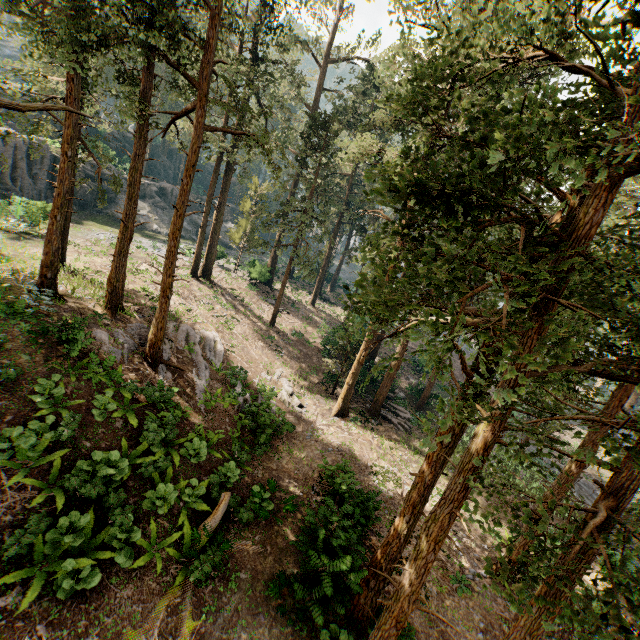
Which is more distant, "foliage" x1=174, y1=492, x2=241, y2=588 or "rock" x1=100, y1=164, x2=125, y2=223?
"rock" x1=100, y1=164, x2=125, y2=223

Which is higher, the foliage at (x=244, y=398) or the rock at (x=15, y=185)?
the rock at (x=15, y=185)

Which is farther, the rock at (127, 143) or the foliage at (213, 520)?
the rock at (127, 143)

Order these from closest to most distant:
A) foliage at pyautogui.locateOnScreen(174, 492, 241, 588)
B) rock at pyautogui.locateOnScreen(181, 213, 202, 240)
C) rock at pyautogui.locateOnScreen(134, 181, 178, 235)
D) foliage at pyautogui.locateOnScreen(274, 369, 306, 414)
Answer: foliage at pyautogui.locateOnScreen(174, 492, 241, 588), foliage at pyautogui.locateOnScreen(274, 369, 306, 414), rock at pyautogui.locateOnScreen(134, 181, 178, 235), rock at pyautogui.locateOnScreen(181, 213, 202, 240)

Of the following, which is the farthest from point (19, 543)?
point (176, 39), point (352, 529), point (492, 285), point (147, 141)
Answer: point (176, 39)

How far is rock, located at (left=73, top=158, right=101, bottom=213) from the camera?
36.38m

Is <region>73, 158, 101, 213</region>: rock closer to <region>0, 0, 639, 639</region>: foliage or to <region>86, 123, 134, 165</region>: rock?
<region>86, 123, 134, 165</region>: rock

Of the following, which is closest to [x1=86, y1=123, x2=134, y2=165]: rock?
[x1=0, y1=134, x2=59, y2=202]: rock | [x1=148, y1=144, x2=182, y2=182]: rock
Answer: [x1=148, y1=144, x2=182, y2=182]: rock
